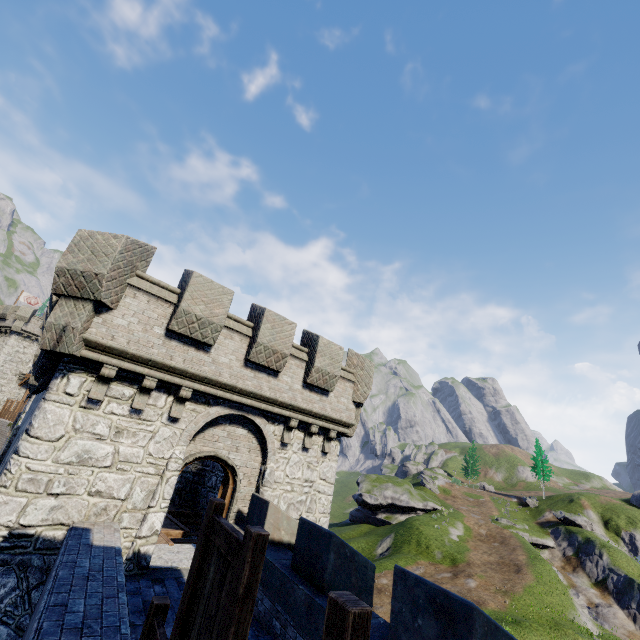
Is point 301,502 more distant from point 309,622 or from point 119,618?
point 119,618
